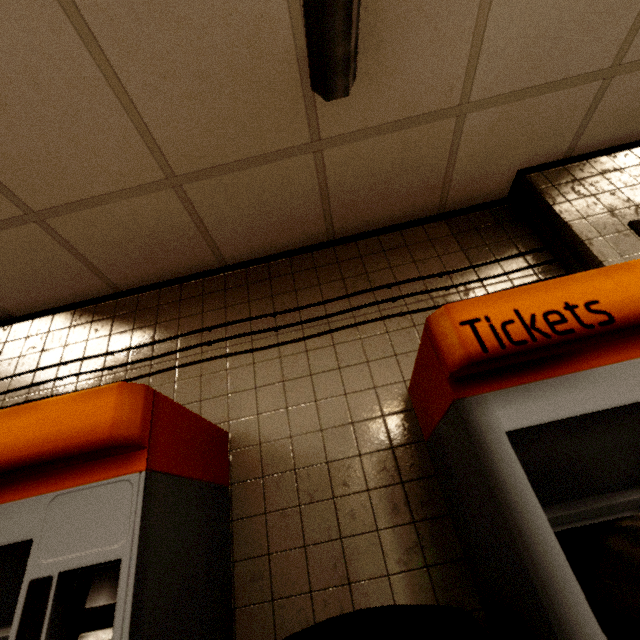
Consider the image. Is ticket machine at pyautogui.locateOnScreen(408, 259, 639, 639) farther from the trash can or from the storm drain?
the storm drain

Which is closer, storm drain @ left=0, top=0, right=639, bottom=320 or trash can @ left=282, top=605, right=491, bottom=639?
trash can @ left=282, top=605, right=491, bottom=639

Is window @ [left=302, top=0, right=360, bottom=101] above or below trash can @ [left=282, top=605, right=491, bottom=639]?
above

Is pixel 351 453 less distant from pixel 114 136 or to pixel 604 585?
pixel 604 585

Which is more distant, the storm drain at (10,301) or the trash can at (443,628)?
the storm drain at (10,301)

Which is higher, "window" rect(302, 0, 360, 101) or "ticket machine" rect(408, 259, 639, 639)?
"window" rect(302, 0, 360, 101)

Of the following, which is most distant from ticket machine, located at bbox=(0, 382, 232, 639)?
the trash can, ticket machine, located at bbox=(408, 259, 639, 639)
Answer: ticket machine, located at bbox=(408, 259, 639, 639)

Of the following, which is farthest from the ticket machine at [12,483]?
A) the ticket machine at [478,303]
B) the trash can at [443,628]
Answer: the ticket machine at [478,303]
